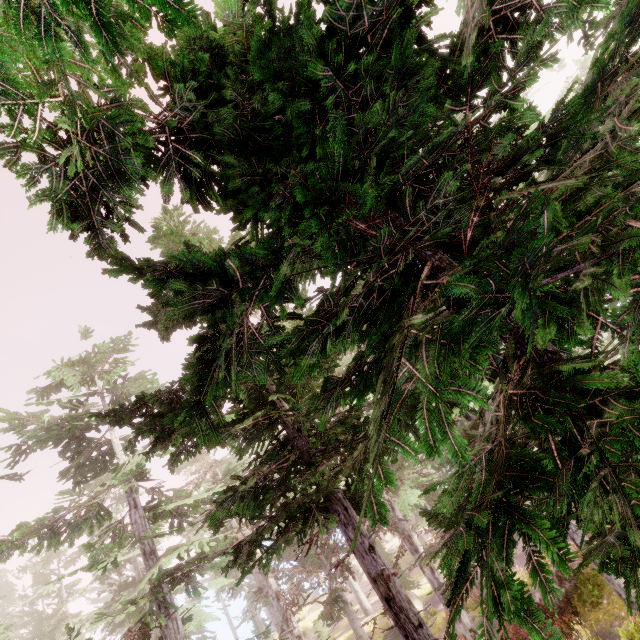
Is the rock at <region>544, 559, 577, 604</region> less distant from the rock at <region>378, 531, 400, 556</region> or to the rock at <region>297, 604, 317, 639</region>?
the rock at <region>297, 604, 317, 639</region>

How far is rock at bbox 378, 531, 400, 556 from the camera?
51.3 meters

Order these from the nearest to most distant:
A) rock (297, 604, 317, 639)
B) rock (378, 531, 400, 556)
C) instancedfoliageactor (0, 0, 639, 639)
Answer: instancedfoliageactor (0, 0, 639, 639) < rock (297, 604, 317, 639) < rock (378, 531, 400, 556)

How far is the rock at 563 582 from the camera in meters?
13.8 m

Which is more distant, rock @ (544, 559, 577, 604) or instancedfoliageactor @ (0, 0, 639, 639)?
rock @ (544, 559, 577, 604)

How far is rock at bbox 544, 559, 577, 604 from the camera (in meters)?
13.84

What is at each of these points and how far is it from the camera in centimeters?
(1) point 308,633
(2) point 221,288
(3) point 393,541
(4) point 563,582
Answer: (1) rock, 3612cm
(2) instancedfoliageactor, 211cm
(3) rock, 5416cm
(4) rock, 1421cm

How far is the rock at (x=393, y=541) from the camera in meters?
51.3
